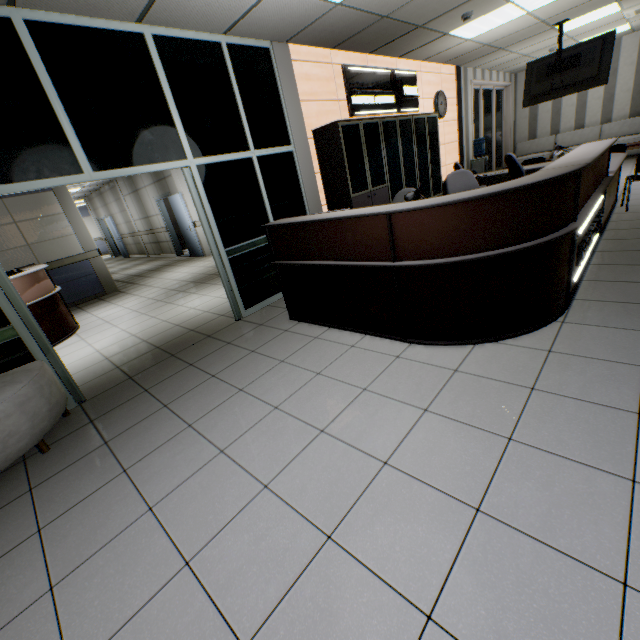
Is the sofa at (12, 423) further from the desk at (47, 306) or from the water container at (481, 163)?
the water container at (481, 163)

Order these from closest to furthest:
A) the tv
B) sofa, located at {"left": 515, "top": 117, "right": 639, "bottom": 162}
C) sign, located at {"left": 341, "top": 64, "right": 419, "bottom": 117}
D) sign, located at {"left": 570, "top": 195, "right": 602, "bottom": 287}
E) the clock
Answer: sign, located at {"left": 570, "top": 195, "right": 602, "bottom": 287} < sign, located at {"left": 341, "top": 64, "right": 419, "bottom": 117} < the tv < the clock < sofa, located at {"left": 515, "top": 117, "right": 639, "bottom": 162}

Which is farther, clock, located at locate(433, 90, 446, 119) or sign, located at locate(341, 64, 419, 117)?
clock, located at locate(433, 90, 446, 119)

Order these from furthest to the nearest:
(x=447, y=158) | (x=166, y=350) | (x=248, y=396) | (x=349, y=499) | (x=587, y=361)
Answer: (x=447, y=158)
(x=166, y=350)
(x=248, y=396)
(x=587, y=361)
(x=349, y=499)

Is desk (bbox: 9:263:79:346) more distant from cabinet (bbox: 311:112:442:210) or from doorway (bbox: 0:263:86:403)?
cabinet (bbox: 311:112:442:210)

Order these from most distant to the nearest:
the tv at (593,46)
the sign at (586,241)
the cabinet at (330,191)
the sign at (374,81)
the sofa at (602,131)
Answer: the sofa at (602,131) < the tv at (593,46) < the sign at (374,81) < the cabinet at (330,191) < the sign at (586,241)

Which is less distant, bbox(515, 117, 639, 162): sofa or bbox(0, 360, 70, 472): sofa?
bbox(0, 360, 70, 472): sofa

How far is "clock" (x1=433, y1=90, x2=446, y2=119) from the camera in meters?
7.5
